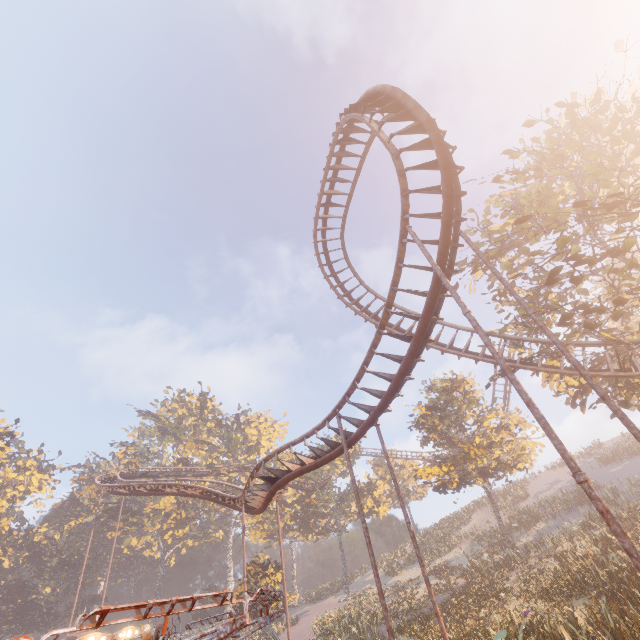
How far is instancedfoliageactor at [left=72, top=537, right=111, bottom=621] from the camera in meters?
46.9

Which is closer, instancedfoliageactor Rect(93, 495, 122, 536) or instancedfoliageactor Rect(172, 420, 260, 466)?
instancedfoliageactor Rect(93, 495, 122, 536)

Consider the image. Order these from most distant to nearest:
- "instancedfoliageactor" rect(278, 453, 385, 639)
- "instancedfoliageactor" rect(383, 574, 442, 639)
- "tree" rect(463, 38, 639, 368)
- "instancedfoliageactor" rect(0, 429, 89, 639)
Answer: "instancedfoliageactor" rect(0, 429, 89, 639), "instancedfoliageactor" rect(278, 453, 385, 639), "instancedfoliageactor" rect(383, 574, 442, 639), "tree" rect(463, 38, 639, 368)

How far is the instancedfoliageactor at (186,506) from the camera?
50.2 meters

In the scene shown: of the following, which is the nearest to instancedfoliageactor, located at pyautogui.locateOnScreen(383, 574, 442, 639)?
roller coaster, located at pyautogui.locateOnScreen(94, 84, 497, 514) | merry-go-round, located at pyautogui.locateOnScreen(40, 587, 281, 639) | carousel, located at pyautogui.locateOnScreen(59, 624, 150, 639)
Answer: carousel, located at pyautogui.locateOnScreen(59, 624, 150, 639)

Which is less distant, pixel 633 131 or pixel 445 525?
pixel 633 131
